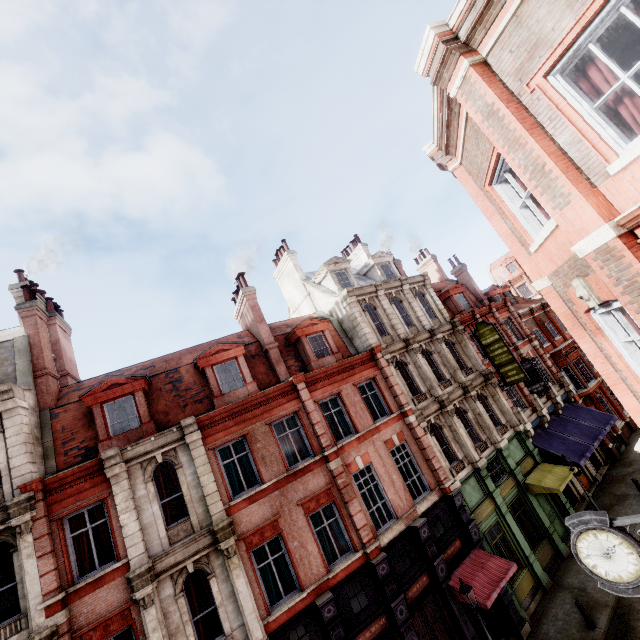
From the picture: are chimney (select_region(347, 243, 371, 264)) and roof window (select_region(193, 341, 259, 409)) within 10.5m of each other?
no

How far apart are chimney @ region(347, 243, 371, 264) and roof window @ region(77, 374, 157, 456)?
19.2 meters

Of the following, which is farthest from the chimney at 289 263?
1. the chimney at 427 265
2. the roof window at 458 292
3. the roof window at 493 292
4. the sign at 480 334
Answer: the roof window at 493 292

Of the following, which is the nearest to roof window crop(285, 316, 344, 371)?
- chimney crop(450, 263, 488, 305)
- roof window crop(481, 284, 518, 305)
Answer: chimney crop(450, 263, 488, 305)

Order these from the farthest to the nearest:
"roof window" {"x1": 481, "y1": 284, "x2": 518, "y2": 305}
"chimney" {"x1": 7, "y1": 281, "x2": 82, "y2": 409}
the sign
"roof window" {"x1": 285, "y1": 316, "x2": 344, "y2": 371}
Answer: "roof window" {"x1": 481, "y1": 284, "x2": 518, "y2": 305}
the sign
"roof window" {"x1": 285, "y1": 316, "x2": 344, "y2": 371}
"chimney" {"x1": 7, "y1": 281, "x2": 82, "y2": 409}

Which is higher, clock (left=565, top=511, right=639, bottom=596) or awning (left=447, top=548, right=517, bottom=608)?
clock (left=565, top=511, right=639, bottom=596)

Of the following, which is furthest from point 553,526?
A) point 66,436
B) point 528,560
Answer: point 66,436

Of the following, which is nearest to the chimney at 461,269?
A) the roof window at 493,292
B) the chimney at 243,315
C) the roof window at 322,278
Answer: the roof window at 493,292
